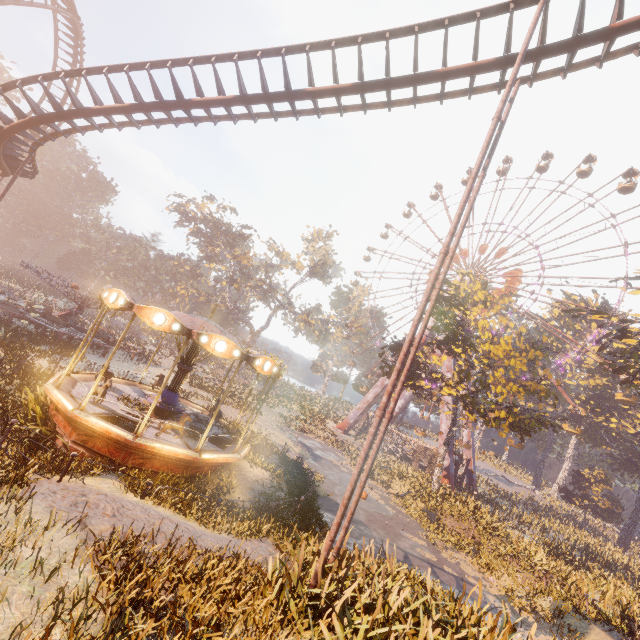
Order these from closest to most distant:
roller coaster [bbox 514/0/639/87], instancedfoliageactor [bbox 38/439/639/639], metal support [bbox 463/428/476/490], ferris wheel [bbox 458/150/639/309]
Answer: instancedfoliageactor [bbox 38/439/639/639] < roller coaster [bbox 514/0/639/87] < ferris wheel [bbox 458/150/639/309] < metal support [bbox 463/428/476/490]

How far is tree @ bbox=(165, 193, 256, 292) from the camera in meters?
51.2

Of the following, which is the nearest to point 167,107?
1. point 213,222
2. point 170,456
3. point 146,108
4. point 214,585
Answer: point 146,108

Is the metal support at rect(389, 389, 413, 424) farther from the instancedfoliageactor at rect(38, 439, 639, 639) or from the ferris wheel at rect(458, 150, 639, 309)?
the instancedfoliageactor at rect(38, 439, 639, 639)

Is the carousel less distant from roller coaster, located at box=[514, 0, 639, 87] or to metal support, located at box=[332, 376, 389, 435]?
roller coaster, located at box=[514, 0, 639, 87]

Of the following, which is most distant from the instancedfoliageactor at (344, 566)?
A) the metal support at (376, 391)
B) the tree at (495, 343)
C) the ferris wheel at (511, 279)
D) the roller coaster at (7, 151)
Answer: Answer: the metal support at (376, 391)

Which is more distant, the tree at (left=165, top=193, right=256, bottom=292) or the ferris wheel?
the tree at (left=165, top=193, right=256, bottom=292)

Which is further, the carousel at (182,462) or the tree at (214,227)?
the tree at (214,227)
